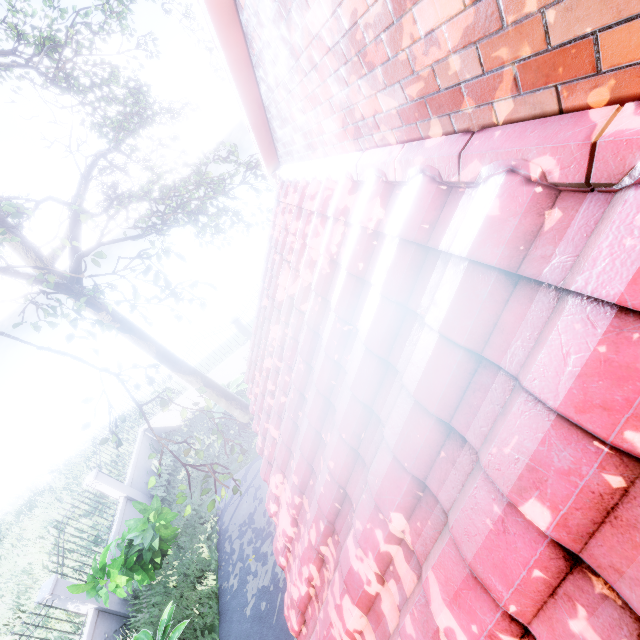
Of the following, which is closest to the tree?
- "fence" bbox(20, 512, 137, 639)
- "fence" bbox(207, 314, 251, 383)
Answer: "fence" bbox(207, 314, 251, 383)

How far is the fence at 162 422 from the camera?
14.1m

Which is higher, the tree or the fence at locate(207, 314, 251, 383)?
the tree

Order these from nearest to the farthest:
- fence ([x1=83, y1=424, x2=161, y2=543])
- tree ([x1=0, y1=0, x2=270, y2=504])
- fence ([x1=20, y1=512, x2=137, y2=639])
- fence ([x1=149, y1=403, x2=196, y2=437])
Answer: tree ([x1=0, y1=0, x2=270, y2=504]) < fence ([x1=20, y1=512, x2=137, y2=639]) < fence ([x1=83, y1=424, x2=161, y2=543]) < fence ([x1=149, y1=403, x2=196, y2=437])

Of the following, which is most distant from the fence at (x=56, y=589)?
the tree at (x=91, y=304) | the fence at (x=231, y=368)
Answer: the tree at (x=91, y=304)

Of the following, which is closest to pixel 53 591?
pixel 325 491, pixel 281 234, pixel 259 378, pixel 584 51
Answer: pixel 259 378
